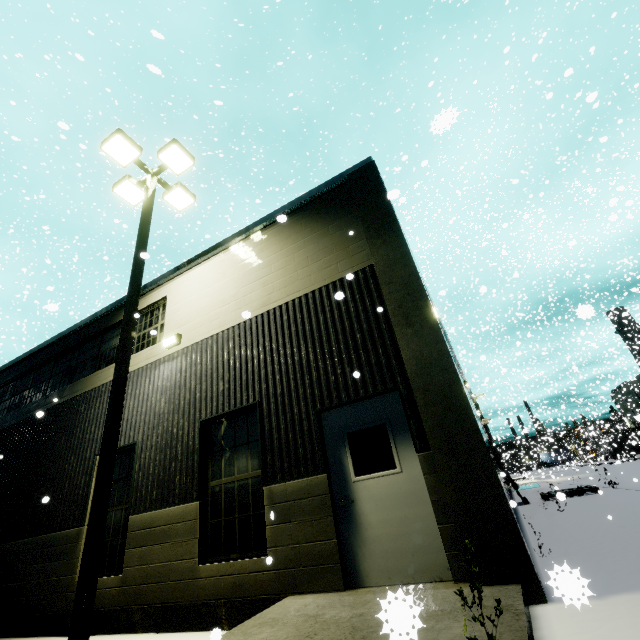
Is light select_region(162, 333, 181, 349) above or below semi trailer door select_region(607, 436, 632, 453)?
above

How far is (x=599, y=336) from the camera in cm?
2266

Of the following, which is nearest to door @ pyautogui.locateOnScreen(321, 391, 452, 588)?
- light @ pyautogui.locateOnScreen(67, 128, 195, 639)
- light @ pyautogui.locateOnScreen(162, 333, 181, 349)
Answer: light @ pyautogui.locateOnScreen(67, 128, 195, 639)

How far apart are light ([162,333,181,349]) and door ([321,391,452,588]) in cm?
444

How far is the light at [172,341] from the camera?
8.1 meters

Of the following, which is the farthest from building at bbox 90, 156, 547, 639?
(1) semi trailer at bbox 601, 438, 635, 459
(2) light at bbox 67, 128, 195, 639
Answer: (2) light at bbox 67, 128, 195, 639

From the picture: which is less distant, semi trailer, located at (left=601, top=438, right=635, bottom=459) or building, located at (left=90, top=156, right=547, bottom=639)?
building, located at (left=90, top=156, right=547, bottom=639)

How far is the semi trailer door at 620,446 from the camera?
50.8 meters
